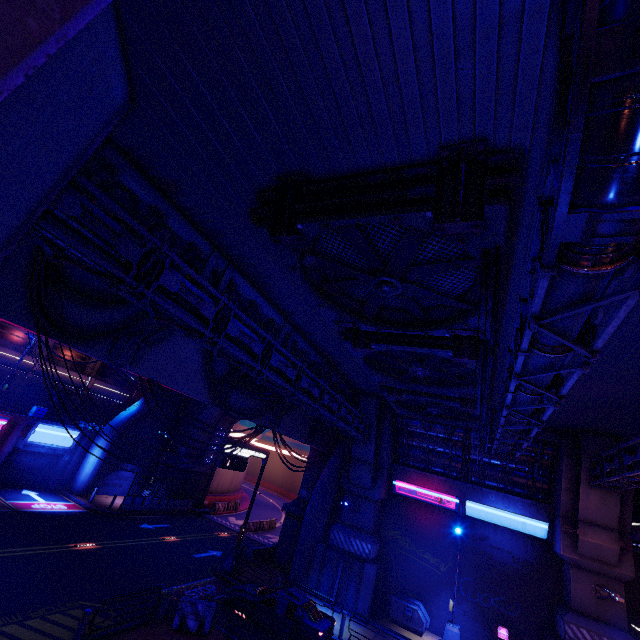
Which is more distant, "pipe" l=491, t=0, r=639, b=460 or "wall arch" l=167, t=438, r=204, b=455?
"wall arch" l=167, t=438, r=204, b=455

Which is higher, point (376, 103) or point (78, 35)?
point (376, 103)

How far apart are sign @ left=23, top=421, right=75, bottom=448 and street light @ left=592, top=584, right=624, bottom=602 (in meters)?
35.74

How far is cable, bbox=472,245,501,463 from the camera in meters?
5.6

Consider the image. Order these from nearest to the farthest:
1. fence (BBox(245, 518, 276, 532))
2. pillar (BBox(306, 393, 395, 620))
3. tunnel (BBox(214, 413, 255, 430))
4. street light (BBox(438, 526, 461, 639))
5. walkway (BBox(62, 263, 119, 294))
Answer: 1. walkway (BBox(62, 263, 119, 294))
2. street light (BBox(438, 526, 461, 639))
3. pillar (BBox(306, 393, 395, 620))
4. fence (BBox(245, 518, 276, 532))
5. tunnel (BBox(214, 413, 255, 430))

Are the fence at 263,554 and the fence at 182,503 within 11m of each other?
yes

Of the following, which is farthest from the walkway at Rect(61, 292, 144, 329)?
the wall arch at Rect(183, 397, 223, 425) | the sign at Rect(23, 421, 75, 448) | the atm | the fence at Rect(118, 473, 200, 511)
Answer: the sign at Rect(23, 421, 75, 448)

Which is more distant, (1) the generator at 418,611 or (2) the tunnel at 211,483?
(2) the tunnel at 211,483
